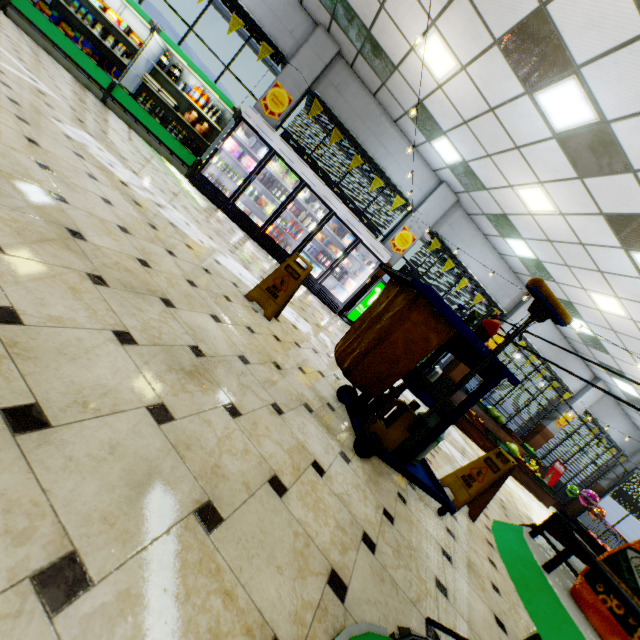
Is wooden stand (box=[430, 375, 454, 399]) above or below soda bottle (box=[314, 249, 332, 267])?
below

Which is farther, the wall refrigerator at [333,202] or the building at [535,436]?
the building at [535,436]

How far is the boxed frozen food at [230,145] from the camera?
7.8m

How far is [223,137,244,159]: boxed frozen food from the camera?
7.8m

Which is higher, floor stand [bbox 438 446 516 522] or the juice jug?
the juice jug

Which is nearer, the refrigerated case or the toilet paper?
the toilet paper

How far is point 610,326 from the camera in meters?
8.8

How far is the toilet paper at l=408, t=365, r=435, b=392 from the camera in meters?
2.5 m
